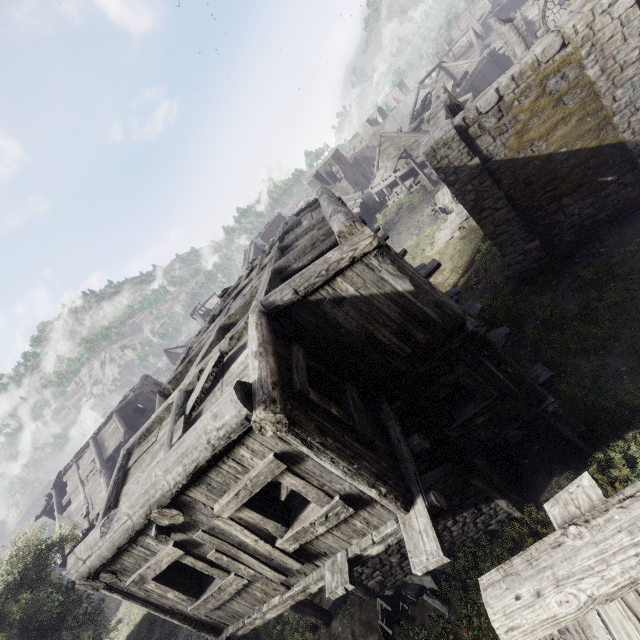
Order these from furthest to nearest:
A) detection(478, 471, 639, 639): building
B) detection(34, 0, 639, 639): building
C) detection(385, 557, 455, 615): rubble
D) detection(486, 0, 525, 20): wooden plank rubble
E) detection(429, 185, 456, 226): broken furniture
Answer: detection(486, 0, 525, 20): wooden plank rubble
detection(429, 185, 456, 226): broken furniture
detection(385, 557, 455, 615): rubble
detection(34, 0, 639, 639): building
detection(478, 471, 639, 639): building

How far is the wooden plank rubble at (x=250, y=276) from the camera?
8.9 meters

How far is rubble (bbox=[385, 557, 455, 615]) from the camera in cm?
815

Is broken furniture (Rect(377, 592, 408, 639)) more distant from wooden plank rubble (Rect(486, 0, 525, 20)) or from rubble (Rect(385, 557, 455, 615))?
wooden plank rubble (Rect(486, 0, 525, 20))

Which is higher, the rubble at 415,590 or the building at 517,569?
the building at 517,569

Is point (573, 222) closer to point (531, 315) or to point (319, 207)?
point (531, 315)

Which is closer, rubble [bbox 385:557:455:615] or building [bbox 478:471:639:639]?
building [bbox 478:471:639:639]

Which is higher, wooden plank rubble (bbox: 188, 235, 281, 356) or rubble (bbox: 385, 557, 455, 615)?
wooden plank rubble (bbox: 188, 235, 281, 356)
